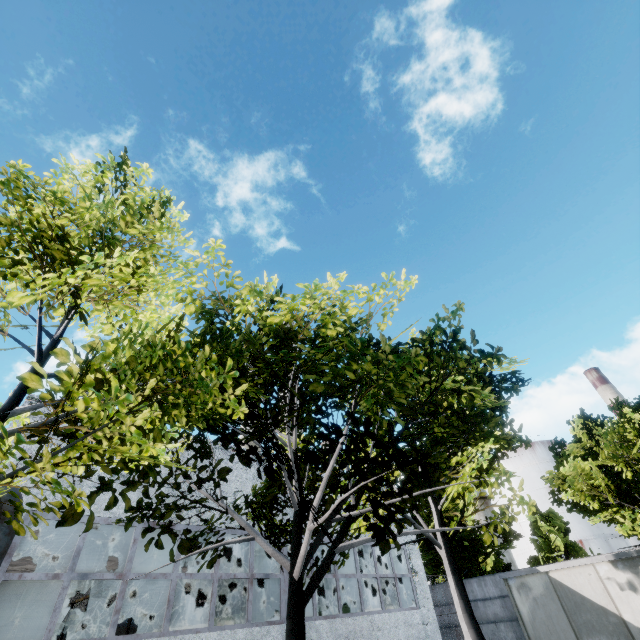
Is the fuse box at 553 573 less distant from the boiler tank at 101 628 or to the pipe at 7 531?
the pipe at 7 531

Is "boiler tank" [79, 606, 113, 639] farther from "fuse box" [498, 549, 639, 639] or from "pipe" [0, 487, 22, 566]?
"fuse box" [498, 549, 639, 639]

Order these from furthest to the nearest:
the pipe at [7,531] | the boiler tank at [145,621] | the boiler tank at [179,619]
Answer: the boiler tank at [179,619]
the boiler tank at [145,621]
the pipe at [7,531]

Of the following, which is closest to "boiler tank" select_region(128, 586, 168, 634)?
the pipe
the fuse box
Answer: the pipe

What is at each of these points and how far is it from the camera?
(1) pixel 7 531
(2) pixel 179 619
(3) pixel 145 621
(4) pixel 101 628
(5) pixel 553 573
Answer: (1) pipe, 5.90m
(2) boiler tank, 16.95m
(3) boiler tank, 16.03m
(4) boiler tank, 14.75m
(5) fuse box, 12.84m

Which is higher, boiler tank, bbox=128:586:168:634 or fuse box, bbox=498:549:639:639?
boiler tank, bbox=128:586:168:634

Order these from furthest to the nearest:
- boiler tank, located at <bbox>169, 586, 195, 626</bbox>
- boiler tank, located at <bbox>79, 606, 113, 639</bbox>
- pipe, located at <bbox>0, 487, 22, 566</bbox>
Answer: boiler tank, located at <bbox>169, 586, 195, 626</bbox> < boiler tank, located at <bbox>79, 606, 113, 639</bbox> < pipe, located at <bbox>0, 487, 22, 566</bbox>

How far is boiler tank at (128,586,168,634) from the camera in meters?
15.5
